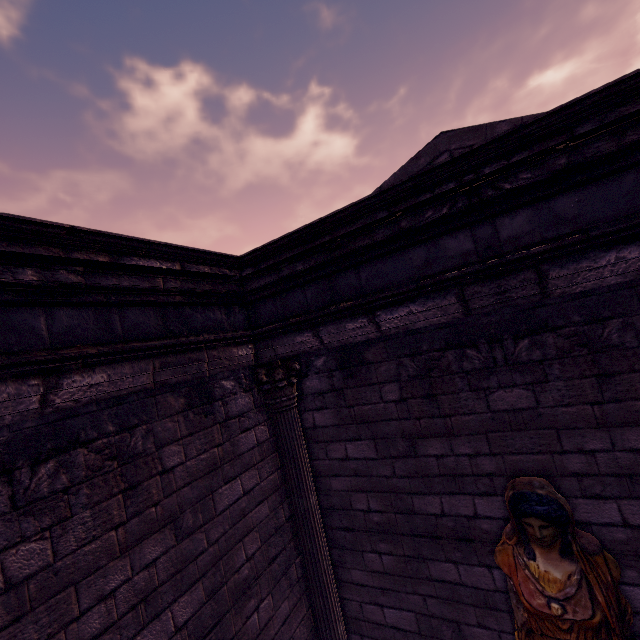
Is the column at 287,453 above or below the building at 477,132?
below

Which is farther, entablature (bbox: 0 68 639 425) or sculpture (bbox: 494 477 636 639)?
sculpture (bbox: 494 477 636 639)

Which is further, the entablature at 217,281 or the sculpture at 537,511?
the sculpture at 537,511

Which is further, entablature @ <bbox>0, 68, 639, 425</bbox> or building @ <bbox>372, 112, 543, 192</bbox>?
building @ <bbox>372, 112, 543, 192</bbox>

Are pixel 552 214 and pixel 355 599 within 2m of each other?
no

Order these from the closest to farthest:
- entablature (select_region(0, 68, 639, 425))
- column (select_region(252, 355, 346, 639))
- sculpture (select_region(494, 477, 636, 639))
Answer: entablature (select_region(0, 68, 639, 425)) < sculpture (select_region(494, 477, 636, 639)) < column (select_region(252, 355, 346, 639))

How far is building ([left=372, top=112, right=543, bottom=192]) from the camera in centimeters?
433cm

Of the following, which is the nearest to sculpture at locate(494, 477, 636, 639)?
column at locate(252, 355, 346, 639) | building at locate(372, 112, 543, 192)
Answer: building at locate(372, 112, 543, 192)
